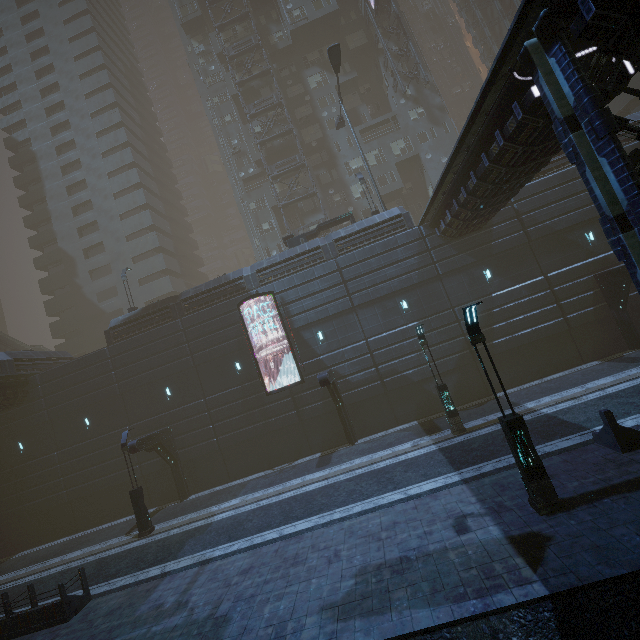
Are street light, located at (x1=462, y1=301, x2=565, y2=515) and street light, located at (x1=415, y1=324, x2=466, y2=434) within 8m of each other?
yes

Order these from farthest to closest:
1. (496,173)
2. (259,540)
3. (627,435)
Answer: (496,173), (259,540), (627,435)

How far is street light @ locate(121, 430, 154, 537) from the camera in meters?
17.2 m

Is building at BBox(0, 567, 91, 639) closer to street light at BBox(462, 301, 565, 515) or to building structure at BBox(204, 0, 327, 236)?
building structure at BBox(204, 0, 327, 236)

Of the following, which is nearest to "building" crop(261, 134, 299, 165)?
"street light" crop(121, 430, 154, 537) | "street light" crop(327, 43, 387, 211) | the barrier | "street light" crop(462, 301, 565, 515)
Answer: "street light" crop(121, 430, 154, 537)

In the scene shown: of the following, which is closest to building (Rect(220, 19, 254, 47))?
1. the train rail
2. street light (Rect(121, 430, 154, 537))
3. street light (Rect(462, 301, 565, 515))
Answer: → the train rail

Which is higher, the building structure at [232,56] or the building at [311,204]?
the building structure at [232,56]

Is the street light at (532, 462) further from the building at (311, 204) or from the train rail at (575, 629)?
the building at (311, 204)
